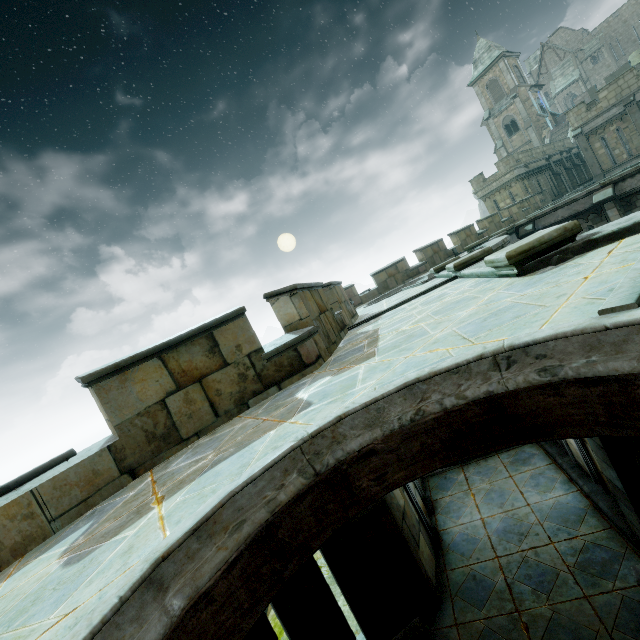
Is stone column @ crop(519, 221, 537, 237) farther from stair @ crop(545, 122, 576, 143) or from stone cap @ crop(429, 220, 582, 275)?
stair @ crop(545, 122, 576, 143)

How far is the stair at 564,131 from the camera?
40.11m

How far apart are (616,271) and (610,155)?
33.2 meters

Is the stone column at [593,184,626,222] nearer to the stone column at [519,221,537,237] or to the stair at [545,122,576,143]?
the stone column at [519,221,537,237]

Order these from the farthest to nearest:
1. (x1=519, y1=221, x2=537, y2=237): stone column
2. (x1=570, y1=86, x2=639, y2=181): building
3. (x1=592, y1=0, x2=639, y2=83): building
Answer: (x1=592, y1=0, x2=639, y2=83): building
(x1=570, y1=86, x2=639, y2=181): building
(x1=519, y1=221, x2=537, y2=237): stone column

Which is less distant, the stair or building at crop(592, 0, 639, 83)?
the stair

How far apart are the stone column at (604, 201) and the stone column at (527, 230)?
2.5m

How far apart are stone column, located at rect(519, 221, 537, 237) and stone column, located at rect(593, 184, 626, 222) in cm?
250
